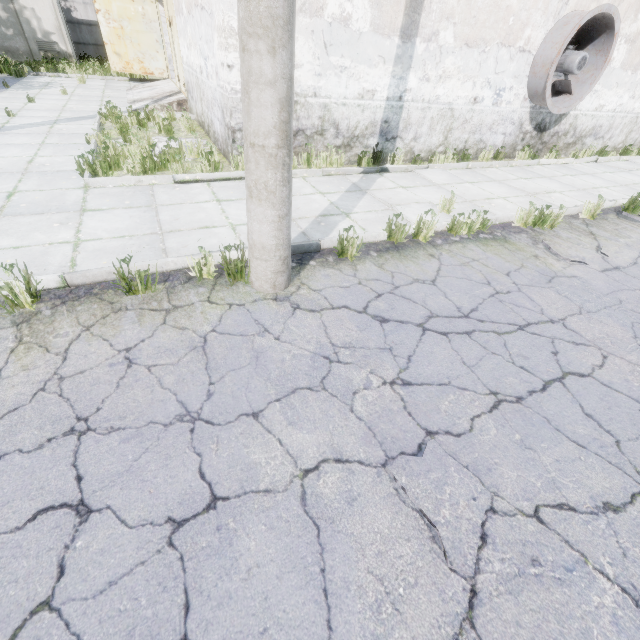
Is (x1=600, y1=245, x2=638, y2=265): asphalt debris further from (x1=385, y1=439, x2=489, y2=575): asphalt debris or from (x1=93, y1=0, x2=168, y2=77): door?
(x1=93, y1=0, x2=168, y2=77): door

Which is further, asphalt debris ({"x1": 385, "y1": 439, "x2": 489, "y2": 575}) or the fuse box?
the fuse box

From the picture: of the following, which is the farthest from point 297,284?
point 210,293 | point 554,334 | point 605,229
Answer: point 605,229

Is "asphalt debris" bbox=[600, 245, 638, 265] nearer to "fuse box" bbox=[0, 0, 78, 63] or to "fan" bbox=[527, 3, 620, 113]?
"fan" bbox=[527, 3, 620, 113]

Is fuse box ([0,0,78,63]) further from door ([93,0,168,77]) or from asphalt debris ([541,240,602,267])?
asphalt debris ([541,240,602,267])

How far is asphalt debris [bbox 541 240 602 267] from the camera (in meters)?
5.03

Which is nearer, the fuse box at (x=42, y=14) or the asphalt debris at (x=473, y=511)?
the asphalt debris at (x=473, y=511)

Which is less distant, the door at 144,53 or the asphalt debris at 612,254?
the asphalt debris at 612,254
